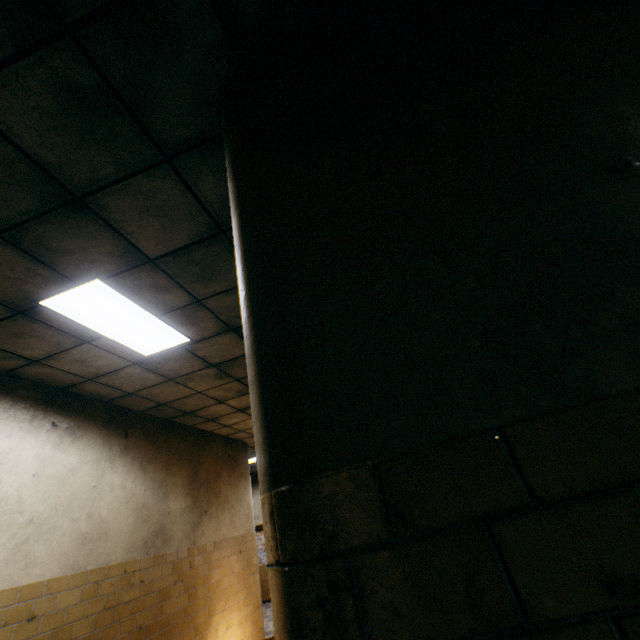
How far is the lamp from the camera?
2.8m

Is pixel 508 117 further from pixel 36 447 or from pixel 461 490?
pixel 36 447

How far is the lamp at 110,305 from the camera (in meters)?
2.79
